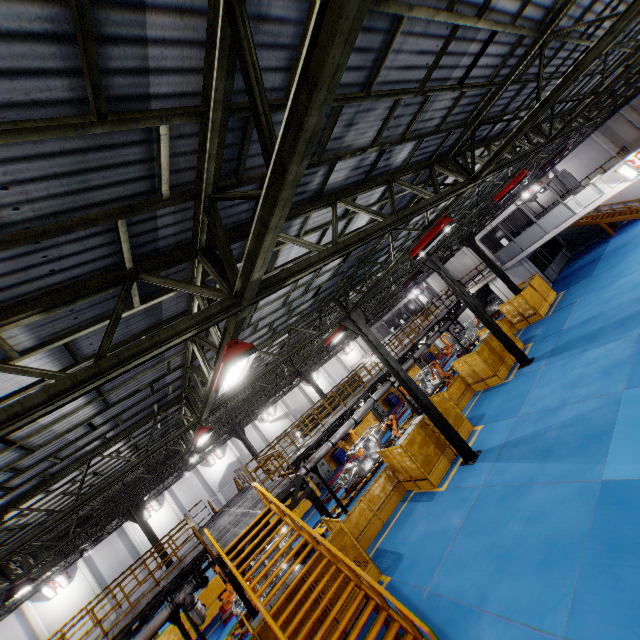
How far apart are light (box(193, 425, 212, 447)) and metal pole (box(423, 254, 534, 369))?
14.2 meters

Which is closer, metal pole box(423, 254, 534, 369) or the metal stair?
the metal stair

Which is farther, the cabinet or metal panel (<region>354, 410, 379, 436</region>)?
metal panel (<region>354, 410, 379, 436</region>)

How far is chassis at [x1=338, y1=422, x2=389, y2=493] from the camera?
19.5 meters

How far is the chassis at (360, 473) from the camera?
19.5 meters

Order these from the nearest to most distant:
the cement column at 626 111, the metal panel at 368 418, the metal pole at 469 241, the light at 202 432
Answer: the light at 202 432 → the metal pole at 469 241 → the cement column at 626 111 → the metal panel at 368 418

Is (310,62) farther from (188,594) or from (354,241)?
(188,594)

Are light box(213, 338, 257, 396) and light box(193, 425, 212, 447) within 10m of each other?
yes
